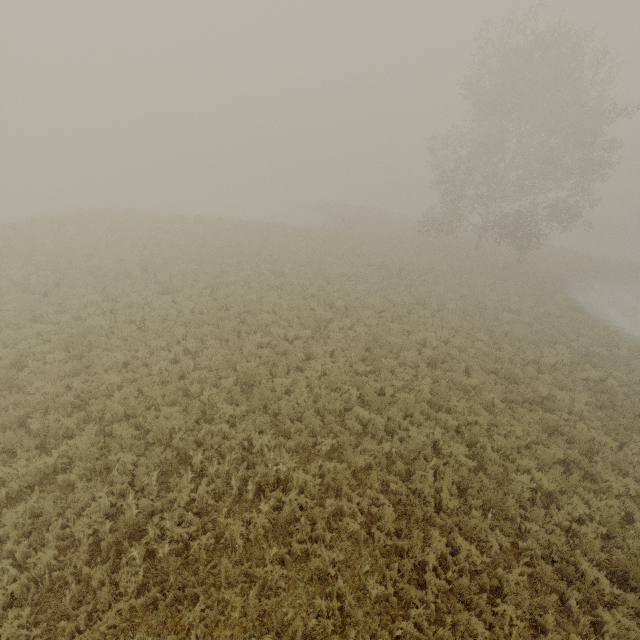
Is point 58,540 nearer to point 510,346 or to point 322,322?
point 322,322
